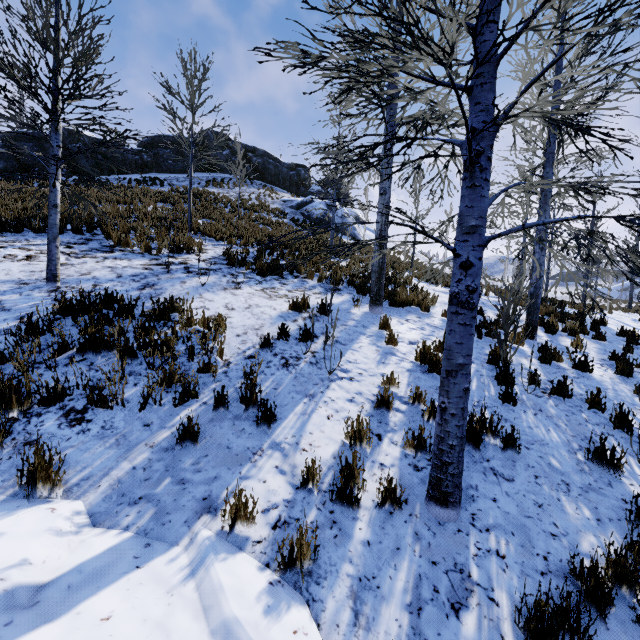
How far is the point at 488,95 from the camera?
2.79m

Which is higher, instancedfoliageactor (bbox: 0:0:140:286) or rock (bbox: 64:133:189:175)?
rock (bbox: 64:133:189:175)

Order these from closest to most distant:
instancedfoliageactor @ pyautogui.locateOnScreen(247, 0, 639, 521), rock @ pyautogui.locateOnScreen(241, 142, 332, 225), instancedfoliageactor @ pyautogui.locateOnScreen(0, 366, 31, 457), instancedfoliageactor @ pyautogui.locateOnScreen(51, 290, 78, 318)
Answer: instancedfoliageactor @ pyautogui.locateOnScreen(247, 0, 639, 521), instancedfoliageactor @ pyautogui.locateOnScreen(0, 366, 31, 457), instancedfoliageactor @ pyautogui.locateOnScreen(51, 290, 78, 318), rock @ pyautogui.locateOnScreen(241, 142, 332, 225)

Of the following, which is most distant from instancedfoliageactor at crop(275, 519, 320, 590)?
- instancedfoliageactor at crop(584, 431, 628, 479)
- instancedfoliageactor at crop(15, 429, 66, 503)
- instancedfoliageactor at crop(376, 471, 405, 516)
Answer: instancedfoliageactor at crop(584, 431, 628, 479)

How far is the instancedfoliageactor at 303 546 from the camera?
2.3m

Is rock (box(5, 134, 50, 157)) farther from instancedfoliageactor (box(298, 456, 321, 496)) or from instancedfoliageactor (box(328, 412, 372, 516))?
instancedfoliageactor (box(328, 412, 372, 516))

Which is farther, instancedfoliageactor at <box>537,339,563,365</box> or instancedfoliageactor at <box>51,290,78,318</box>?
instancedfoliageactor at <box>537,339,563,365</box>

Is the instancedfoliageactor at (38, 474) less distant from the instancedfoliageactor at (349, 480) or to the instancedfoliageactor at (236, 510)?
the instancedfoliageactor at (236, 510)
